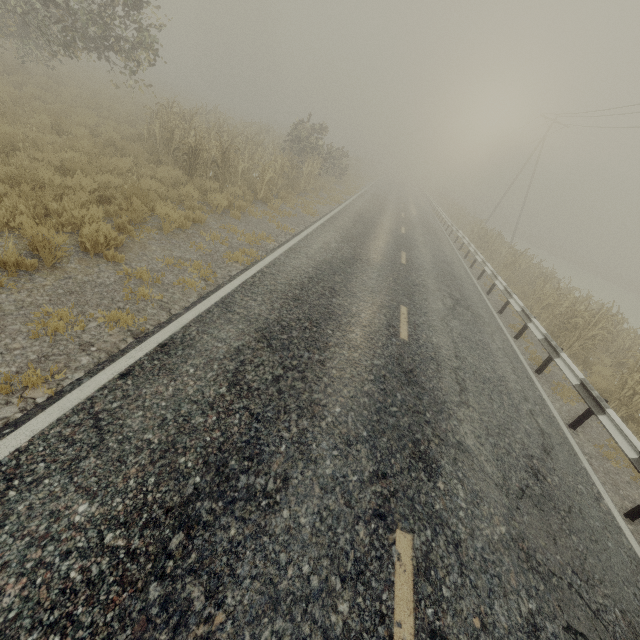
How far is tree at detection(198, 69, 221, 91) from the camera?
57.5 meters

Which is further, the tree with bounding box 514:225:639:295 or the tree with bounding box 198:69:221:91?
the tree with bounding box 198:69:221:91

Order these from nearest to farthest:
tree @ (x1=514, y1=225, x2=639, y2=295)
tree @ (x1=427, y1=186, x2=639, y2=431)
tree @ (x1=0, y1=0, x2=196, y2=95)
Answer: tree @ (x1=427, y1=186, x2=639, y2=431) → tree @ (x1=0, y1=0, x2=196, y2=95) → tree @ (x1=514, y1=225, x2=639, y2=295)

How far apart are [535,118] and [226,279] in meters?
41.2

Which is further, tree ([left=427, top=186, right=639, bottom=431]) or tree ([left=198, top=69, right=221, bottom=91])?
tree ([left=198, top=69, right=221, bottom=91])

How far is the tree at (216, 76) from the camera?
57.5m

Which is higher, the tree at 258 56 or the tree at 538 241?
the tree at 258 56

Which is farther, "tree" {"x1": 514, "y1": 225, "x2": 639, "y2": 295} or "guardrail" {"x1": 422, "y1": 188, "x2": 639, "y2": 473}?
→ "tree" {"x1": 514, "y1": 225, "x2": 639, "y2": 295}
